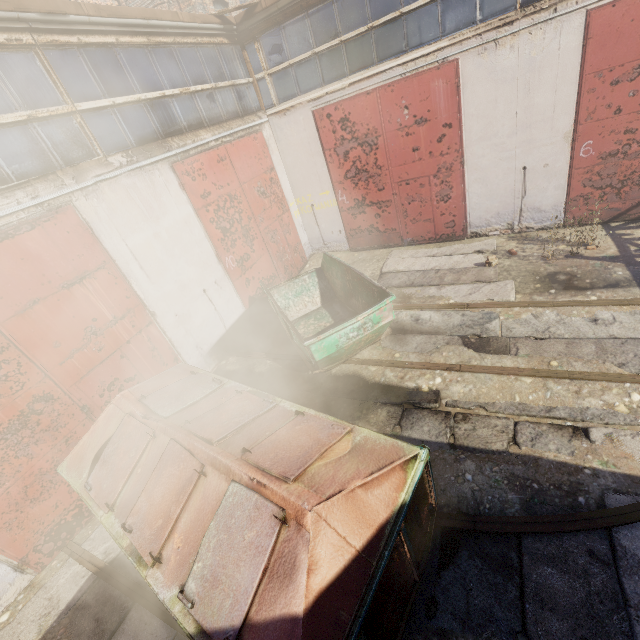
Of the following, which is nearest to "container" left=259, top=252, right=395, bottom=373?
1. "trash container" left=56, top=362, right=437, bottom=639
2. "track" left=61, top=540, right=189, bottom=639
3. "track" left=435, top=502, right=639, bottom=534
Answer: "trash container" left=56, top=362, right=437, bottom=639

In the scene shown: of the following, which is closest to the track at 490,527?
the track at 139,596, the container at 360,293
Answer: the track at 139,596

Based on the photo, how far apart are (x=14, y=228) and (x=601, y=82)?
10.8 meters

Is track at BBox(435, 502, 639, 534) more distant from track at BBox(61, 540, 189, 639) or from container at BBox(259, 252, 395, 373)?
container at BBox(259, 252, 395, 373)

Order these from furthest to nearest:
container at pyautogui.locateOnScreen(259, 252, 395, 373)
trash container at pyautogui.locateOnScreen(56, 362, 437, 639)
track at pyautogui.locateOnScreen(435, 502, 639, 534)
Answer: container at pyautogui.locateOnScreen(259, 252, 395, 373)
track at pyautogui.locateOnScreen(435, 502, 639, 534)
trash container at pyautogui.locateOnScreen(56, 362, 437, 639)

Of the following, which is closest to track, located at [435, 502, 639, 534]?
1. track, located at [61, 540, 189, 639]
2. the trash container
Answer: the trash container

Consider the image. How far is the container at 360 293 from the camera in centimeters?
532cm
